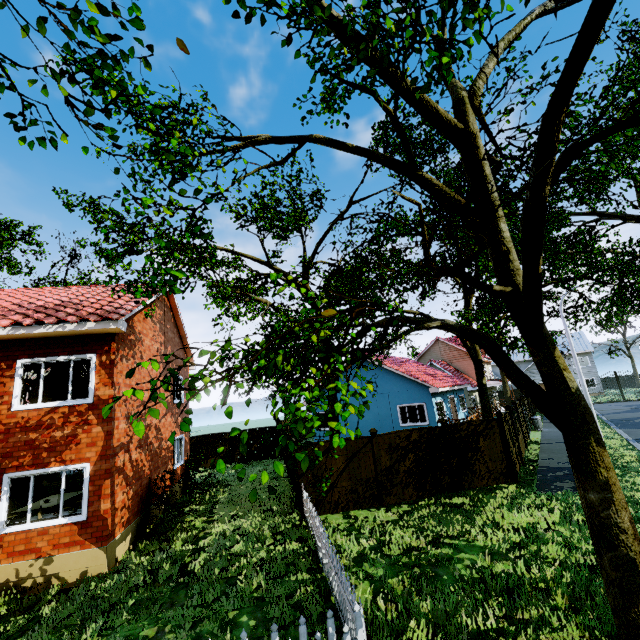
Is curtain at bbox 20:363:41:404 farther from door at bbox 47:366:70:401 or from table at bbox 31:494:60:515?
table at bbox 31:494:60:515

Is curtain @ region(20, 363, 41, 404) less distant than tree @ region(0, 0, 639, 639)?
No

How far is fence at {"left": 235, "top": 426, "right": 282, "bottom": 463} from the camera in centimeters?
2283cm

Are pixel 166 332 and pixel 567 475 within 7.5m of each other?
no

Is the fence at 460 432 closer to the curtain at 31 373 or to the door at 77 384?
the curtain at 31 373

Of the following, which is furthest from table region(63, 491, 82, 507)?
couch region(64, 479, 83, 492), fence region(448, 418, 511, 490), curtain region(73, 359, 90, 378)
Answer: fence region(448, 418, 511, 490)

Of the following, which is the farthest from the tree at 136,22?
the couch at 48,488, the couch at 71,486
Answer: A: the couch at 48,488
